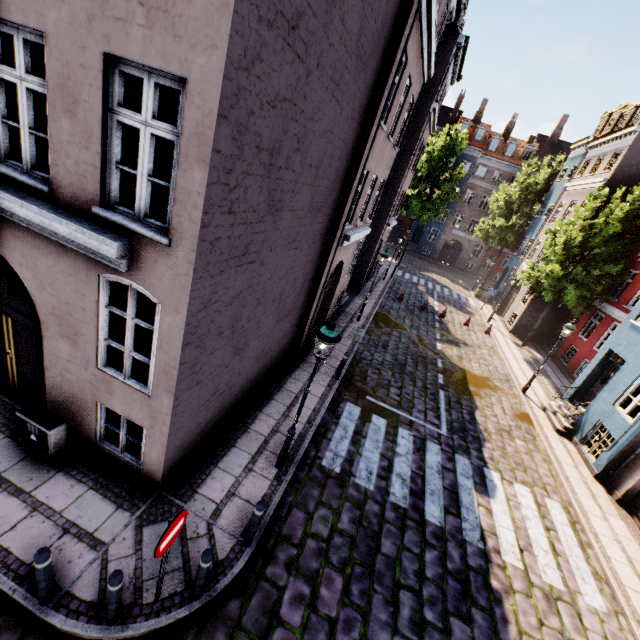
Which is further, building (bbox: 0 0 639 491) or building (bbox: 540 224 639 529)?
building (bbox: 540 224 639 529)

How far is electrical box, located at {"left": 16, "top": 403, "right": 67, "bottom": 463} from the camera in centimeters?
556cm

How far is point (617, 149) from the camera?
19.23m

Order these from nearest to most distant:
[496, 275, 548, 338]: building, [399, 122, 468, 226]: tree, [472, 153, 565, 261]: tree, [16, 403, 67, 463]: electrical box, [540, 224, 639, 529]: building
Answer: [16, 403, 67, 463]: electrical box
[540, 224, 639, 529]: building
[496, 275, 548, 338]: building
[472, 153, 565, 261]: tree
[399, 122, 468, 226]: tree

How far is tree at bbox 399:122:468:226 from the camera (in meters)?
29.78

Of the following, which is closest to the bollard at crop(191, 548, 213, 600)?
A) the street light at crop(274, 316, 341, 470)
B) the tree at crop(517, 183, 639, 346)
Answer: the street light at crop(274, 316, 341, 470)

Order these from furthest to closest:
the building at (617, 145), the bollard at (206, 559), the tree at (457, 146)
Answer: the tree at (457, 146)
the bollard at (206, 559)
the building at (617, 145)

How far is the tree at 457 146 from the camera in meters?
29.8 m
